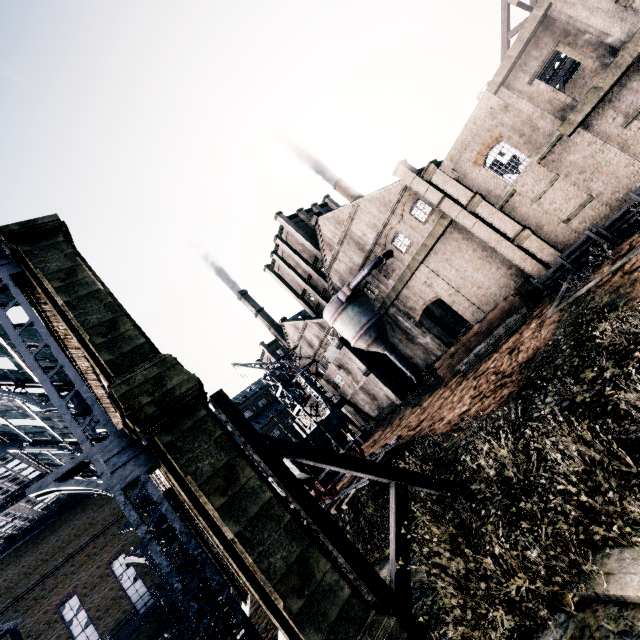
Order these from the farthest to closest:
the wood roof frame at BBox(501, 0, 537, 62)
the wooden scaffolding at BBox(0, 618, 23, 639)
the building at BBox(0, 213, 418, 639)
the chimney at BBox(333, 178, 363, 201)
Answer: the chimney at BBox(333, 178, 363, 201), the wood roof frame at BBox(501, 0, 537, 62), the wooden scaffolding at BBox(0, 618, 23, 639), the building at BBox(0, 213, 418, 639)

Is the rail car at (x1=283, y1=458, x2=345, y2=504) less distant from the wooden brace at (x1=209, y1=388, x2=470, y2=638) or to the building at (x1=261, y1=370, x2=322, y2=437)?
the building at (x1=261, y1=370, x2=322, y2=437)

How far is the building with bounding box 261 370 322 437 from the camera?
48.00m

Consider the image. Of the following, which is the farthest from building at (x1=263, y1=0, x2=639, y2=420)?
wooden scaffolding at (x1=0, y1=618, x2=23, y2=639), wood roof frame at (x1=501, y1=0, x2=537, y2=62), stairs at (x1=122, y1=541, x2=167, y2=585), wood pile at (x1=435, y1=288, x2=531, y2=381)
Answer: wooden scaffolding at (x1=0, y1=618, x2=23, y2=639)

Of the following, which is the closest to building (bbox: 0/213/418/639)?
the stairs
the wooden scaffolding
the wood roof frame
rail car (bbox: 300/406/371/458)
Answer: the wood roof frame

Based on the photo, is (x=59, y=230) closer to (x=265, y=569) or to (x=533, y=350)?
(x=265, y=569)

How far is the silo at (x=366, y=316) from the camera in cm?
3359

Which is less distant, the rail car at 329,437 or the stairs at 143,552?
the rail car at 329,437
